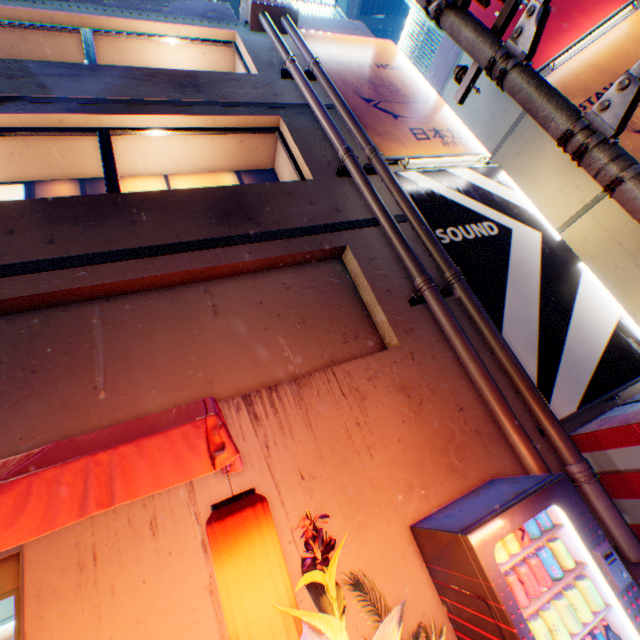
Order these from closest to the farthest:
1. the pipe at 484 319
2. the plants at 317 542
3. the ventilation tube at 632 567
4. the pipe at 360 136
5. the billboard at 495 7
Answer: the plants at 317 542, the ventilation tube at 632 567, the pipe at 484 319, the pipe at 360 136, the billboard at 495 7

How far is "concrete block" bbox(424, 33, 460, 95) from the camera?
9.8 meters

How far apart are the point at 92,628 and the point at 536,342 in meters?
5.2 m

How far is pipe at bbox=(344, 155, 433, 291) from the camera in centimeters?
414cm

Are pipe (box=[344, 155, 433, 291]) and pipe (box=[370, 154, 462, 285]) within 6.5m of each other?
yes

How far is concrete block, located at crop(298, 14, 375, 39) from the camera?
7.9 meters

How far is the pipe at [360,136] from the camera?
5.30m

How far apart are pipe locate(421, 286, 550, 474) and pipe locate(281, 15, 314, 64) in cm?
27
